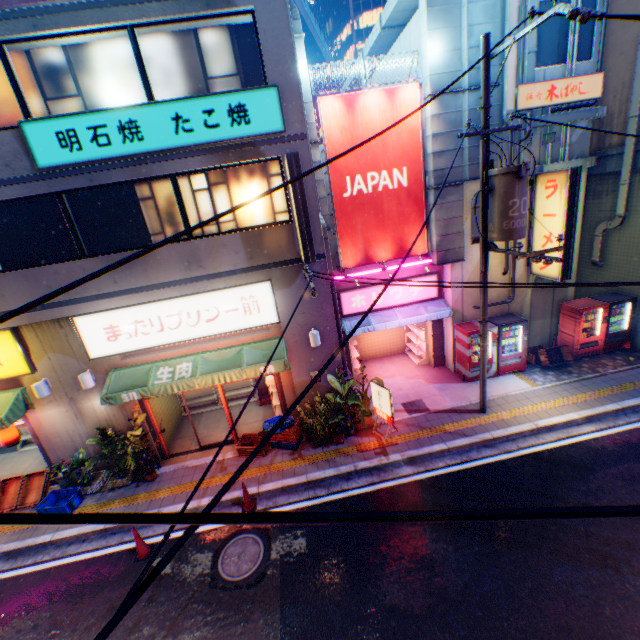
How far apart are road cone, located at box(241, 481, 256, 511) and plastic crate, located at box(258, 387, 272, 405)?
4.2m

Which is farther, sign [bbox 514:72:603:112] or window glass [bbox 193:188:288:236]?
sign [bbox 514:72:603:112]

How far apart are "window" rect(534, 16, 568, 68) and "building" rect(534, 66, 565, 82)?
0.0m

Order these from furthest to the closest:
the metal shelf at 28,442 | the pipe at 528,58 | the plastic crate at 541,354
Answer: the metal shelf at 28,442
the plastic crate at 541,354
the pipe at 528,58

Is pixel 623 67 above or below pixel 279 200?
above

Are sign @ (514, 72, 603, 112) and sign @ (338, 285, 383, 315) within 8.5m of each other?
yes

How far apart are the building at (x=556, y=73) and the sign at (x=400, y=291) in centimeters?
624cm

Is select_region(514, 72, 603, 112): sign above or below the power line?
above
